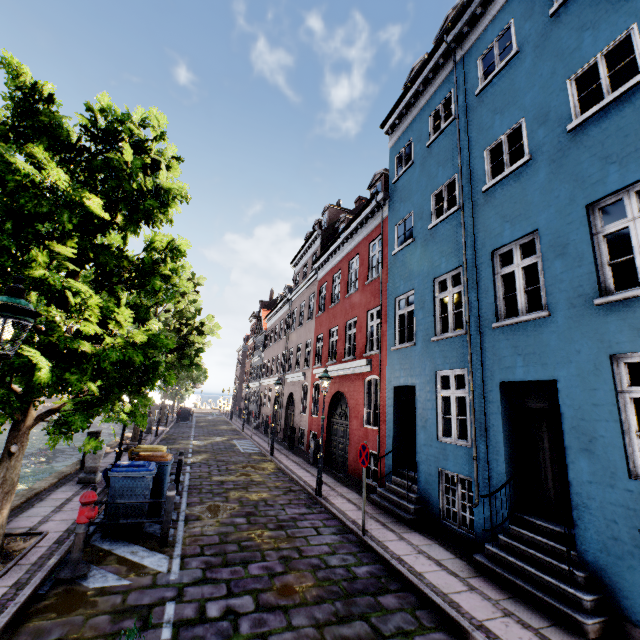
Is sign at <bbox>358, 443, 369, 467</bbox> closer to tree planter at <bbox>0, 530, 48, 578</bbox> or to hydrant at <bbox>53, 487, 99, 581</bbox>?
hydrant at <bbox>53, 487, 99, 581</bbox>

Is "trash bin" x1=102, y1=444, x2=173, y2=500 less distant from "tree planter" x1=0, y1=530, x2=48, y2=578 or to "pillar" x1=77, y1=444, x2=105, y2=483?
"tree planter" x1=0, y1=530, x2=48, y2=578

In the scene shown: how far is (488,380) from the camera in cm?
704

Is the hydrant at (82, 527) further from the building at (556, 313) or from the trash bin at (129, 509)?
the building at (556, 313)

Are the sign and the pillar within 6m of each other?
no

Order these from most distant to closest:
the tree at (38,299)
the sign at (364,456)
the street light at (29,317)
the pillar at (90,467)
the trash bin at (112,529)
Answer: the pillar at (90,467) < the sign at (364,456) < the trash bin at (112,529) < the tree at (38,299) < the street light at (29,317)

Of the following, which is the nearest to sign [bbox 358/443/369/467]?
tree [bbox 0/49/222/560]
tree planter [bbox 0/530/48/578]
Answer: tree [bbox 0/49/222/560]

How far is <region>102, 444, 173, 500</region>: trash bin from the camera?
6.69m
